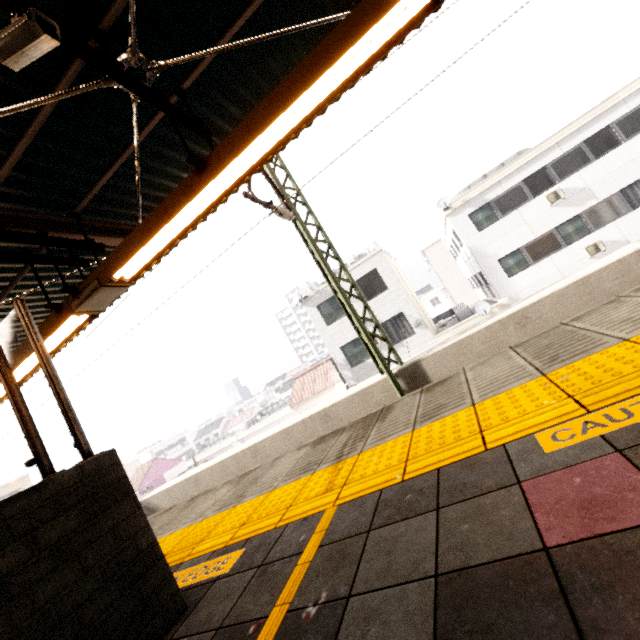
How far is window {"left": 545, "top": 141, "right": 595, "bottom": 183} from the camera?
15.9m

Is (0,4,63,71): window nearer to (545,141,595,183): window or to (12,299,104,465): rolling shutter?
(12,299,104,465): rolling shutter

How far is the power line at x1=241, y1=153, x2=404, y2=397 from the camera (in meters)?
7.33

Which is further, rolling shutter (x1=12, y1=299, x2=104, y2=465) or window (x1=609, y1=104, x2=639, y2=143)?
window (x1=609, y1=104, x2=639, y2=143)

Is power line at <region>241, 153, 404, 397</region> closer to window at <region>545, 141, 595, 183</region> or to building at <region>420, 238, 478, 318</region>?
window at <region>545, 141, 595, 183</region>

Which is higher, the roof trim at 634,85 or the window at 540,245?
the roof trim at 634,85

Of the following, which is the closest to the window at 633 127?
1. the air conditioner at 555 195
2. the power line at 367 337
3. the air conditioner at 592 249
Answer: the air conditioner at 555 195

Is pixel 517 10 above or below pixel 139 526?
above
